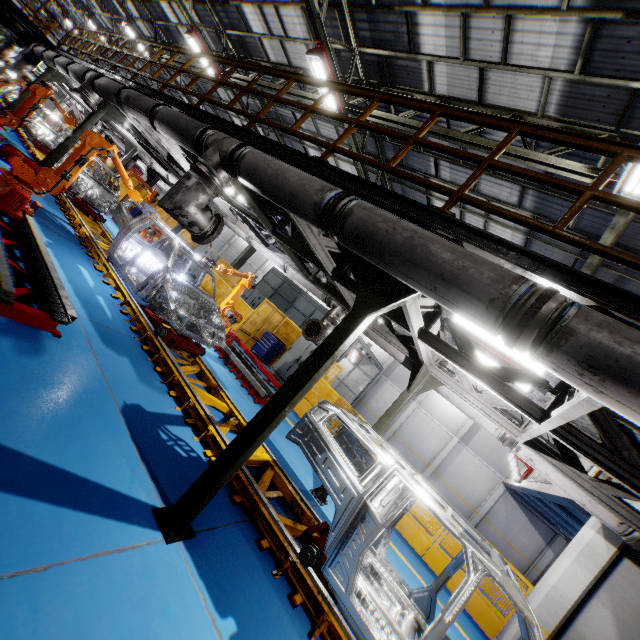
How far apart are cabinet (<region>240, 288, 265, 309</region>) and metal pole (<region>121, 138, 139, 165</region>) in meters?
11.3

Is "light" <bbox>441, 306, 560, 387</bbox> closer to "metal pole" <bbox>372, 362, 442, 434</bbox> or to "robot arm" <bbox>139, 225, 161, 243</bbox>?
"metal pole" <bbox>372, 362, 442, 434</bbox>

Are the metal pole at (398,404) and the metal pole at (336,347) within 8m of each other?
yes

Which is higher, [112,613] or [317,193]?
[317,193]

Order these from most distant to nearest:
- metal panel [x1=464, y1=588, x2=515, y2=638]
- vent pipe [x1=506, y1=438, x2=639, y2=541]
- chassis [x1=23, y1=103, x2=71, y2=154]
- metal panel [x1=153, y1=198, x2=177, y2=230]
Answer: metal panel [x1=153, y1=198, x2=177, y2=230] < chassis [x1=23, y1=103, x2=71, y2=154] < metal panel [x1=464, y1=588, x2=515, y2=638] < vent pipe [x1=506, y1=438, x2=639, y2=541]

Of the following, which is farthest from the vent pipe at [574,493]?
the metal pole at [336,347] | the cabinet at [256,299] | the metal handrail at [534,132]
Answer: the cabinet at [256,299]

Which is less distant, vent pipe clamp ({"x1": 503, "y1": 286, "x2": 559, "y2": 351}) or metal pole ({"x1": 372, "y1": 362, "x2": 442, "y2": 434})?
vent pipe clamp ({"x1": 503, "y1": 286, "x2": 559, "y2": 351})

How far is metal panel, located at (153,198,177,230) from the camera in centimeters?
1913cm
